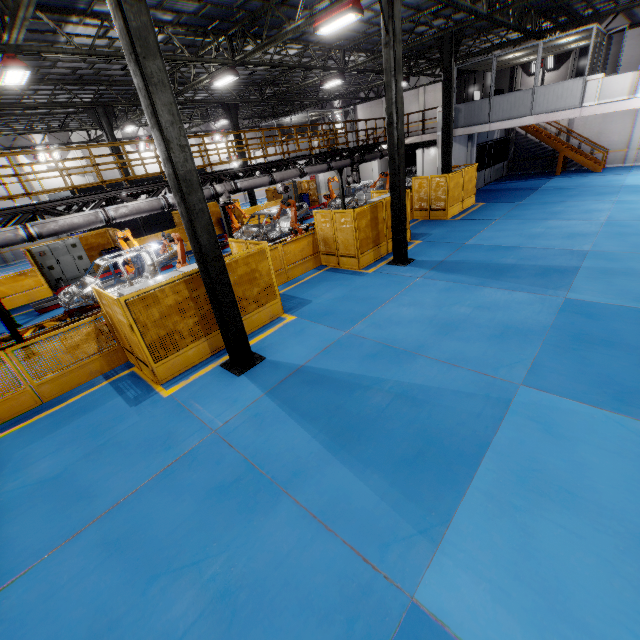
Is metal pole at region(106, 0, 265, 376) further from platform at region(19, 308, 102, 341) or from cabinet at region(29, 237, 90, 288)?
Result: cabinet at region(29, 237, 90, 288)

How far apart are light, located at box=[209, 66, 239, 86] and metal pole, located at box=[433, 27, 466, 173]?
9.1 meters

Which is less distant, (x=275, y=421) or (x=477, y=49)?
(x=275, y=421)

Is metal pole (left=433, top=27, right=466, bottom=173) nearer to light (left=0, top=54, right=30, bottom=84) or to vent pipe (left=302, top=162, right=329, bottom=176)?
vent pipe (left=302, top=162, right=329, bottom=176)

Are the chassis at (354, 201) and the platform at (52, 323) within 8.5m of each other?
yes

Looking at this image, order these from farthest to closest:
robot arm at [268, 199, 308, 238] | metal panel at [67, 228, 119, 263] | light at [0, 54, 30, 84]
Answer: metal panel at [67, 228, 119, 263]
robot arm at [268, 199, 308, 238]
light at [0, 54, 30, 84]

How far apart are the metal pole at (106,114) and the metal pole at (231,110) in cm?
660

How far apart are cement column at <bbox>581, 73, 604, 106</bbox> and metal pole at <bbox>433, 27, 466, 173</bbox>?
5.63m
